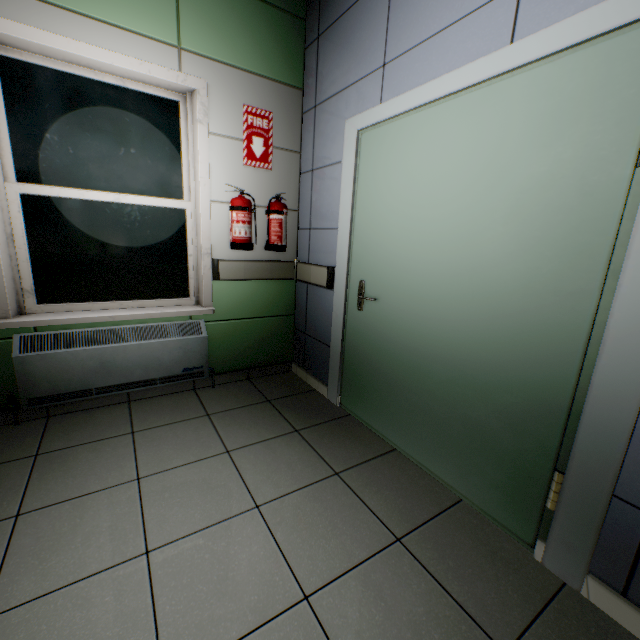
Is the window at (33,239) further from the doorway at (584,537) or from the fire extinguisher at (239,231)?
the doorway at (584,537)

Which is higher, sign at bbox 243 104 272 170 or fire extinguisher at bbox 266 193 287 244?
sign at bbox 243 104 272 170

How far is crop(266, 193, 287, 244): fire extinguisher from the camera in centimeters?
268cm

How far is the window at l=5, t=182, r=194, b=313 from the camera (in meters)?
2.14

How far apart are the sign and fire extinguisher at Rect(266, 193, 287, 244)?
0.4 meters

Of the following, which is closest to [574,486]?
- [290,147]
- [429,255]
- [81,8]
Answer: [429,255]

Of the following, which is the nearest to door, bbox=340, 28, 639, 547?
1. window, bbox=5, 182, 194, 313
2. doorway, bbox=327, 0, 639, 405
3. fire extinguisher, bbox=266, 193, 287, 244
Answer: doorway, bbox=327, 0, 639, 405

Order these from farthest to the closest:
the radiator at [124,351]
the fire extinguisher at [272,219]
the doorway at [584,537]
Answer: the fire extinguisher at [272,219]
the radiator at [124,351]
the doorway at [584,537]
